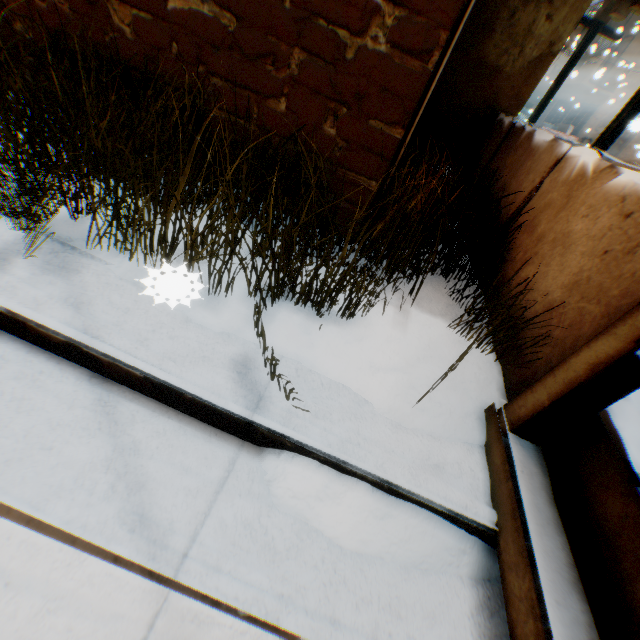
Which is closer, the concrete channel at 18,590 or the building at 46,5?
the concrete channel at 18,590

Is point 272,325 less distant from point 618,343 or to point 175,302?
point 175,302

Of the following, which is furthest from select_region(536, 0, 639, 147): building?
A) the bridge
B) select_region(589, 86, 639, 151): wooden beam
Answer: the bridge

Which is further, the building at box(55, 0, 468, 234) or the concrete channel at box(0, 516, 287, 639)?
the building at box(55, 0, 468, 234)

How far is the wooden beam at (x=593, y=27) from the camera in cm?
757

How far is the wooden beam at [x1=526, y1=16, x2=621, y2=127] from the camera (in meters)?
7.57

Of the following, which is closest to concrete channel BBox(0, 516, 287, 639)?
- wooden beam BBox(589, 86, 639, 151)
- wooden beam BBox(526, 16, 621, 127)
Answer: wooden beam BBox(589, 86, 639, 151)
